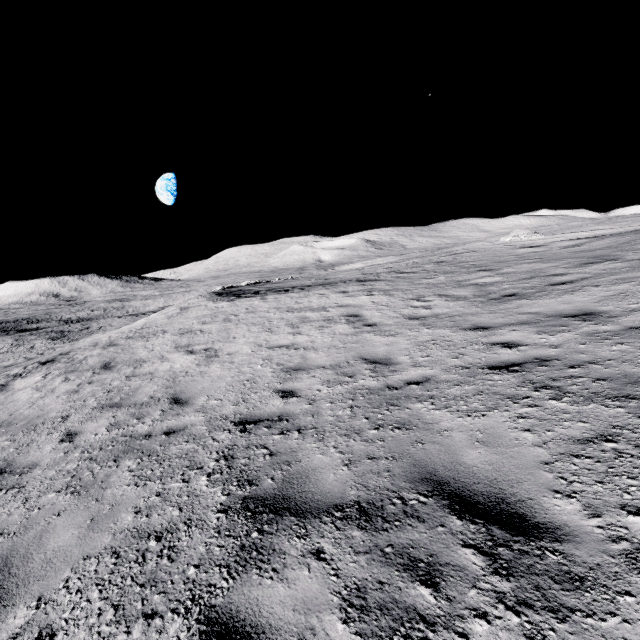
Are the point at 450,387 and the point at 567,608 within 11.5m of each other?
yes
